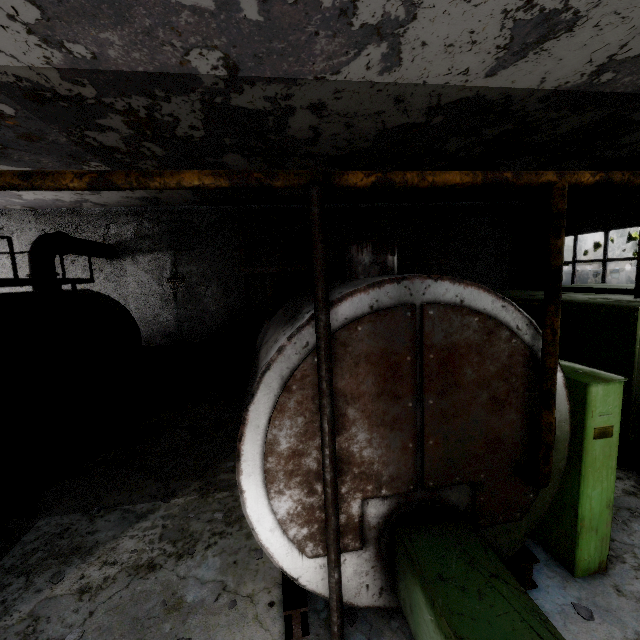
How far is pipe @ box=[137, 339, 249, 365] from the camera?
12.4 meters

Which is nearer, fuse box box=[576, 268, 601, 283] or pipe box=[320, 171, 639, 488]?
pipe box=[320, 171, 639, 488]

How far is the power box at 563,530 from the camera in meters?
3.6

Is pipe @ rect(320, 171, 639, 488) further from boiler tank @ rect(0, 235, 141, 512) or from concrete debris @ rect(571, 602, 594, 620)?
boiler tank @ rect(0, 235, 141, 512)

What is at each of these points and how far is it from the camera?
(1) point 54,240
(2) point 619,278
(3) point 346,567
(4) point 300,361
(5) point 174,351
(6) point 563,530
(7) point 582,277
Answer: (1) pipe, 9.3m
(2) fuse box, 17.1m
(3) boiler tank, 3.3m
(4) boiler tank, 3.0m
(5) pipe, 12.5m
(6) power box, 4.0m
(7) fuse box, 17.6m

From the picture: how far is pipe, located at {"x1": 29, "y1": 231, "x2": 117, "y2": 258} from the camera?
8.98m

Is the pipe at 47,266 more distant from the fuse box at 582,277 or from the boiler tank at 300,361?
the boiler tank at 300,361

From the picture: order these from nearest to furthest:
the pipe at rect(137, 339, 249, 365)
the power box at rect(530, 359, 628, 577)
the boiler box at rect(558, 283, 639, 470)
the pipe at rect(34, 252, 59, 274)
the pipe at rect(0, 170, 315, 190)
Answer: the pipe at rect(0, 170, 315, 190), the power box at rect(530, 359, 628, 577), the boiler box at rect(558, 283, 639, 470), the pipe at rect(34, 252, 59, 274), the pipe at rect(137, 339, 249, 365)
